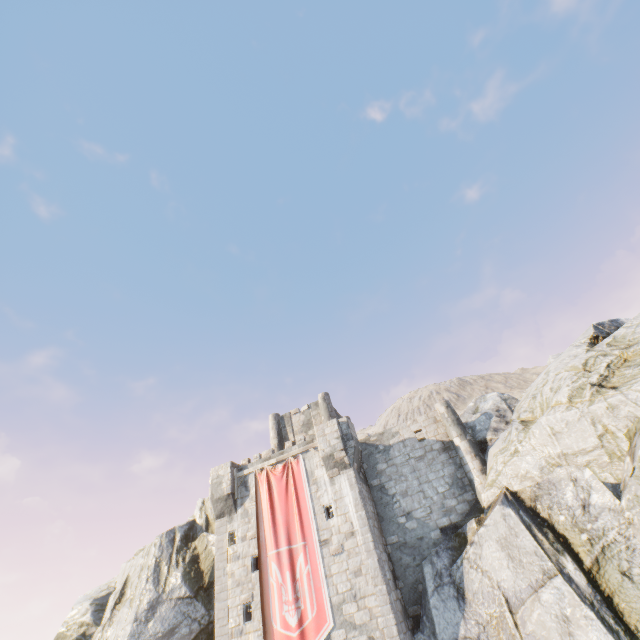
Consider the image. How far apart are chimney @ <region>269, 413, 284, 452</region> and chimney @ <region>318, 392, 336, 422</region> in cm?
319

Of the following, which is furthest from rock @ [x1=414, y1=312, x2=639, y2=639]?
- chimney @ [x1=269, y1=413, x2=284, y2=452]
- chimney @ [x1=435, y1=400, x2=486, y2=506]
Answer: chimney @ [x1=269, y1=413, x2=284, y2=452]

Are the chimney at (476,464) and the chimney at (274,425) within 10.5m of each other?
no

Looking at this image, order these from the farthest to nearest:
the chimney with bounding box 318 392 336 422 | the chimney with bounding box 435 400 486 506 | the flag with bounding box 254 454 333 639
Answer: the chimney with bounding box 318 392 336 422
the chimney with bounding box 435 400 486 506
the flag with bounding box 254 454 333 639

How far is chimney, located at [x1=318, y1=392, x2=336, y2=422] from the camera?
25.5m

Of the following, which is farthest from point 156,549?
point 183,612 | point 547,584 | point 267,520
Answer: point 547,584

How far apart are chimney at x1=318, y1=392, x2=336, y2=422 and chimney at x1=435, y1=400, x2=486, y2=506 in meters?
7.3 m

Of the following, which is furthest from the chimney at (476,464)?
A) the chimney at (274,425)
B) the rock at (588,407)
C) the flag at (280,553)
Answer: the chimney at (274,425)
